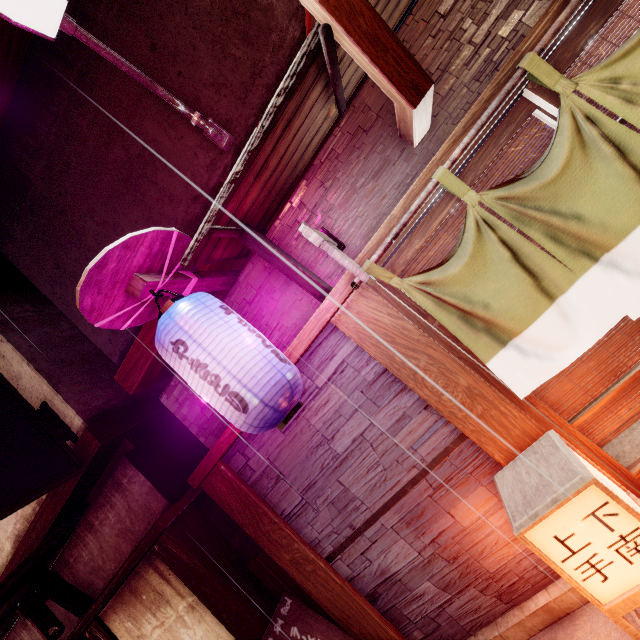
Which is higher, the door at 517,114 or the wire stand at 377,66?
the wire stand at 377,66

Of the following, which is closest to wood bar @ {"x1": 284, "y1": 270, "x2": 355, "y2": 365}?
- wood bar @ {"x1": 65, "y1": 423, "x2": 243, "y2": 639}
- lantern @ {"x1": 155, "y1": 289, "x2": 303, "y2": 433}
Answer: lantern @ {"x1": 155, "y1": 289, "x2": 303, "y2": 433}

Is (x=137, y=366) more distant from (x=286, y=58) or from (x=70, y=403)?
(x=286, y=58)

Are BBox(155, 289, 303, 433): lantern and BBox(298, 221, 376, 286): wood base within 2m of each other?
yes

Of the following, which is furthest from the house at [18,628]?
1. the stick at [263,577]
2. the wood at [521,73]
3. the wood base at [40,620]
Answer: the wood at [521,73]

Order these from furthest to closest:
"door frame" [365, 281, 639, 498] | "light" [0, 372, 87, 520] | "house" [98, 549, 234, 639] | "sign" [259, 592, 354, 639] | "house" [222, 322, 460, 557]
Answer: "house" [98, 549, 234, 639], "light" [0, 372, 87, 520], "sign" [259, 592, 354, 639], "house" [222, 322, 460, 557], "door frame" [365, 281, 639, 498]

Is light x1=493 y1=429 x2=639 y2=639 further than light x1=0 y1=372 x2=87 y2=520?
No

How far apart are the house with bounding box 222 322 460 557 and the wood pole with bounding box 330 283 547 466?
0.0m
